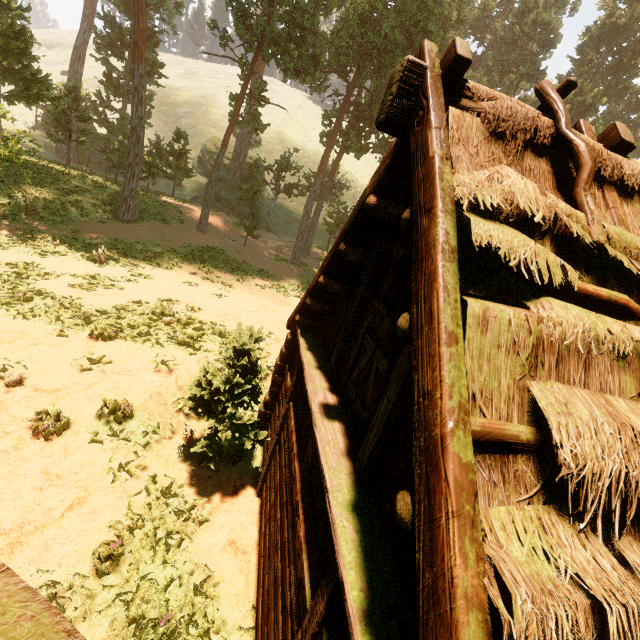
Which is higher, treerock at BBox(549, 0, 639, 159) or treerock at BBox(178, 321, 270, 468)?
treerock at BBox(549, 0, 639, 159)

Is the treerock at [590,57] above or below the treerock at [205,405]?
above

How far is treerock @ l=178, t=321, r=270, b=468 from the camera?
6.48m

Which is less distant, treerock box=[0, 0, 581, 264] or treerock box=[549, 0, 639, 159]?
treerock box=[0, 0, 581, 264]

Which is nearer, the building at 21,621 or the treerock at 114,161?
the building at 21,621

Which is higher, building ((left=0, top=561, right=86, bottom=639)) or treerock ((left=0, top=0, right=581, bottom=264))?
treerock ((left=0, top=0, right=581, bottom=264))

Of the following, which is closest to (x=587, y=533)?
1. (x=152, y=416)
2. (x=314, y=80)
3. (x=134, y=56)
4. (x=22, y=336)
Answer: (x=152, y=416)

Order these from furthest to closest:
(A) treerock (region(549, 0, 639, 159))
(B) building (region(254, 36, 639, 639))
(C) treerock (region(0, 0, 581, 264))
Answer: (A) treerock (region(549, 0, 639, 159)), (C) treerock (region(0, 0, 581, 264)), (B) building (region(254, 36, 639, 639))
